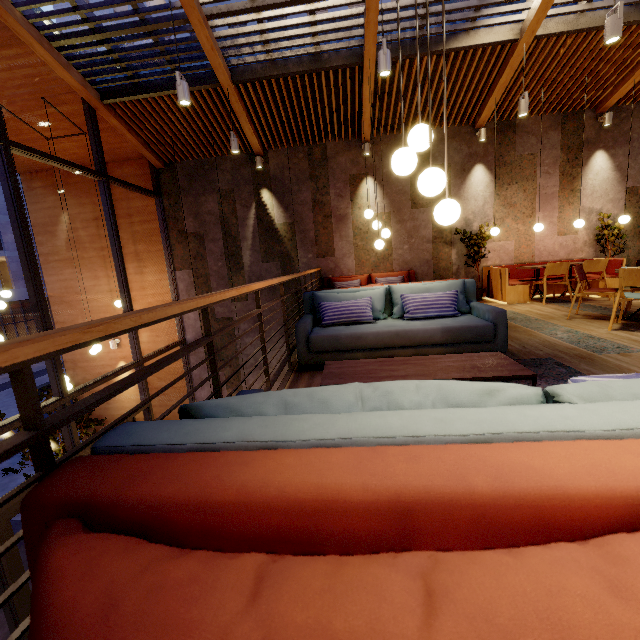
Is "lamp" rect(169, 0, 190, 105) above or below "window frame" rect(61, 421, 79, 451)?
above

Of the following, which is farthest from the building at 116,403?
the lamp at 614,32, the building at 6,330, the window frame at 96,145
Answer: the building at 6,330

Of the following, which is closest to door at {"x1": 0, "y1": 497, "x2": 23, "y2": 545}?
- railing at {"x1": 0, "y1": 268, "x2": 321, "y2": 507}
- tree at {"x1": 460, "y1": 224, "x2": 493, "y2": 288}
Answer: railing at {"x1": 0, "y1": 268, "x2": 321, "y2": 507}

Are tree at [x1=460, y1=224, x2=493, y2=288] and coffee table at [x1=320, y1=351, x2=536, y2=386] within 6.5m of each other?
yes

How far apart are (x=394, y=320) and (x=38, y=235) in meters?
10.6 m

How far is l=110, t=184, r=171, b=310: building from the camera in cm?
870

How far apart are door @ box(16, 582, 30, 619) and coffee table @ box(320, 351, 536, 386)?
4.9 meters

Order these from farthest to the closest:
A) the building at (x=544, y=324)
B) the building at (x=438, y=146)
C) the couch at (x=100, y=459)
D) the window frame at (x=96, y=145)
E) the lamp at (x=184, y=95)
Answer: the building at (x=438, y=146)
the window frame at (x=96, y=145)
the lamp at (x=184, y=95)
the building at (x=544, y=324)
the couch at (x=100, y=459)
